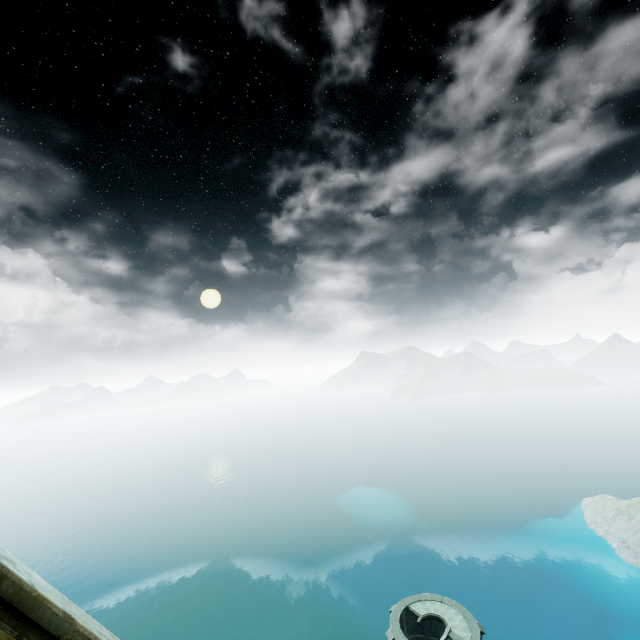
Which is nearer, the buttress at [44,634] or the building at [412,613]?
the buttress at [44,634]

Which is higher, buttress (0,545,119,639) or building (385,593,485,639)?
buttress (0,545,119,639)

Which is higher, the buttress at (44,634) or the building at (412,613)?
the buttress at (44,634)

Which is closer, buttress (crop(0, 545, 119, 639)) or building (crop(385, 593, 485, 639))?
buttress (crop(0, 545, 119, 639))

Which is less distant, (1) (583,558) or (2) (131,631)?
(1) (583,558)
